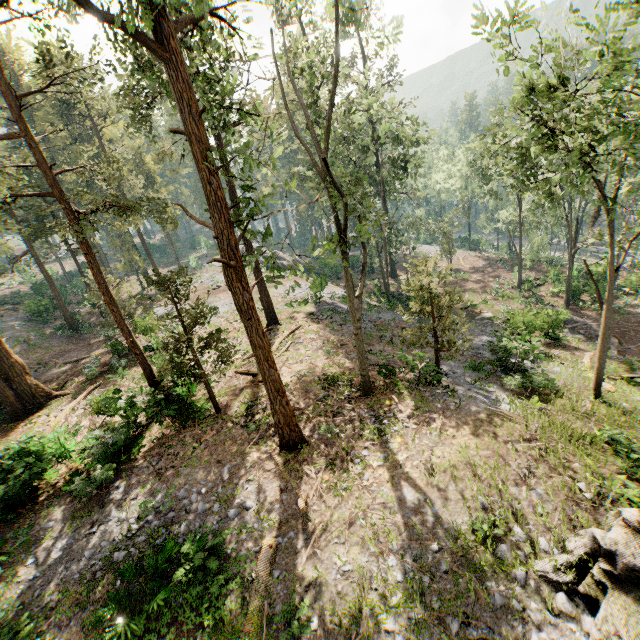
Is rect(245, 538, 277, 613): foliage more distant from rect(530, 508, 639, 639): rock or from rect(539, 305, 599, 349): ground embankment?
rect(539, 305, 599, 349): ground embankment

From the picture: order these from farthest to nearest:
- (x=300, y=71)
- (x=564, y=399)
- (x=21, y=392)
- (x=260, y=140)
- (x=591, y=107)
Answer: (x=21, y=392), (x=564, y=399), (x=300, y=71), (x=591, y=107), (x=260, y=140)

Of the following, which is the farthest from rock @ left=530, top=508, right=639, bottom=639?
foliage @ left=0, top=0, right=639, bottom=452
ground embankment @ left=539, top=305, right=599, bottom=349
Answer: ground embankment @ left=539, top=305, right=599, bottom=349

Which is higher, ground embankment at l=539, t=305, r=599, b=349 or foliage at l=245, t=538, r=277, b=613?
foliage at l=245, t=538, r=277, b=613

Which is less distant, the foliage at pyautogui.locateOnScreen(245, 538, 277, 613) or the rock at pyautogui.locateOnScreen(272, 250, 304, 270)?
the foliage at pyautogui.locateOnScreen(245, 538, 277, 613)

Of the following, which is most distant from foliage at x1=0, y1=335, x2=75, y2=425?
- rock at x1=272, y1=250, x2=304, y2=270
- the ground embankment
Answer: the ground embankment

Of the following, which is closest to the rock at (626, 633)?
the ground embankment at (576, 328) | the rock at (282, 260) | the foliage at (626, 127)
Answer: the foliage at (626, 127)

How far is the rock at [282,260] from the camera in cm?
4934
